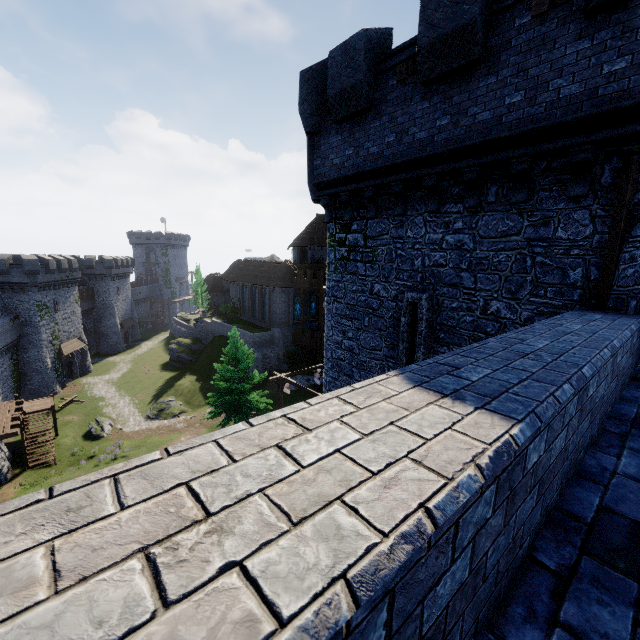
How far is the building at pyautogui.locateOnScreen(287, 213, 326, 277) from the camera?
49.44m

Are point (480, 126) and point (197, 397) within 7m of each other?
no

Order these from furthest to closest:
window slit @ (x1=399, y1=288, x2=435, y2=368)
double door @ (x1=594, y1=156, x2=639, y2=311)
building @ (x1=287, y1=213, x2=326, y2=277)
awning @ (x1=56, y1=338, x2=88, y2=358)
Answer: building @ (x1=287, y1=213, x2=326, y2=277), awning @ (x1=56, y1=338, x2=88, y2=358), window slit @ (x1=399, y1=288, x2=435, y2=368), double door @ (x1=594, y1=156, x2=639, y2=311)

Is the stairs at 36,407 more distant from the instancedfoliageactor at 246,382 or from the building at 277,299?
the building at 277,299

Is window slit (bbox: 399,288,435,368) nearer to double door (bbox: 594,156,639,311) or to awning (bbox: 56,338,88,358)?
double door (bbox: 594,156,639,311)

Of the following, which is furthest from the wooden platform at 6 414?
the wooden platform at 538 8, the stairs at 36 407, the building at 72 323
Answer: the wooden platform at 538 8

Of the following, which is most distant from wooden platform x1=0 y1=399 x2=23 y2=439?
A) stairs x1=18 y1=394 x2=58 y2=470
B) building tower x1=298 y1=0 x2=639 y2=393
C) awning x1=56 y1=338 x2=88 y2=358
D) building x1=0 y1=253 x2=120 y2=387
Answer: building tower x1=298 y1=0 x2=639 y2=393

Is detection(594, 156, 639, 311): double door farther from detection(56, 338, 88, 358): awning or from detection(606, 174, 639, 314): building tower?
detection(56, 338, 88, 358): awning
